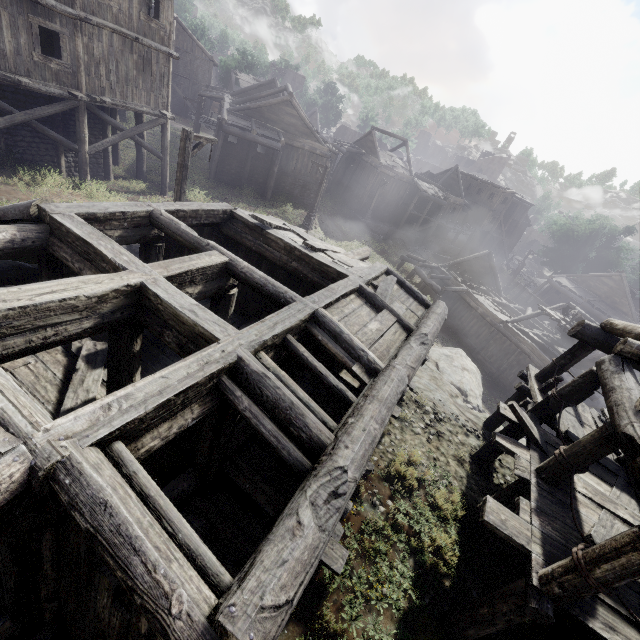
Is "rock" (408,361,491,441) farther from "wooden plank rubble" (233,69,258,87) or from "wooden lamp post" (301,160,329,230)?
"wooden plank rubble" (233,69,258,87)

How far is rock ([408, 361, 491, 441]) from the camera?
11.3m

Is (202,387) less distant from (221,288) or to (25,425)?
(25,425)

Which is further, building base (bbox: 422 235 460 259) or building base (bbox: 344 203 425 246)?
building base (bbox: 422 235 460 259)

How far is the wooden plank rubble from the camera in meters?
46.7

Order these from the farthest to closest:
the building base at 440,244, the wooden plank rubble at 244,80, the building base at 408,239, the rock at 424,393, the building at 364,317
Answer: the wooden plank rubble at 244,80, the building base at 440,244, the building base at 408,239, the rock at 424,393, the building at 364,317

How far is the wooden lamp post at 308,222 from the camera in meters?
23.5 m
